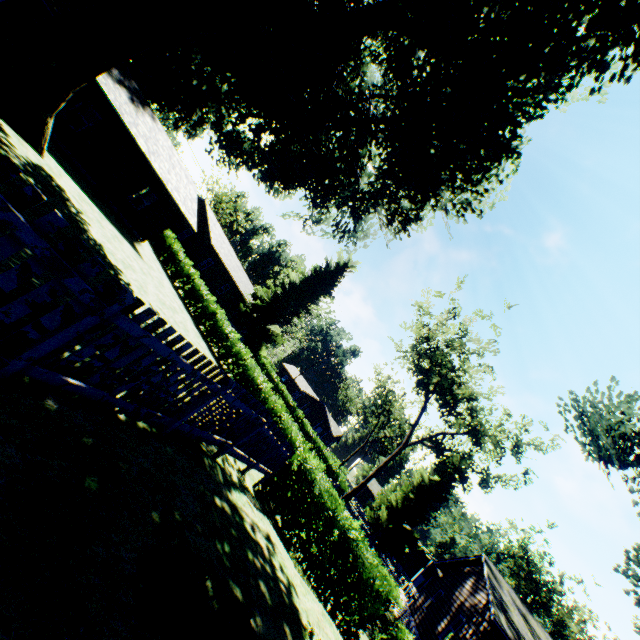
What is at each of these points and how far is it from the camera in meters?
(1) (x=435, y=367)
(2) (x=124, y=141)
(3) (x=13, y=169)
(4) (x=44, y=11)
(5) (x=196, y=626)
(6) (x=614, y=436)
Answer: (1) tree, 32.8
(2) house, 18.8
(3) fence, 2.2
(4) house, 14.5
(5) plant, 2.4
(6) plant, 14.3

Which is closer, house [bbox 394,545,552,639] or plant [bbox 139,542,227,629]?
plant [bbox 139,542,227,629]

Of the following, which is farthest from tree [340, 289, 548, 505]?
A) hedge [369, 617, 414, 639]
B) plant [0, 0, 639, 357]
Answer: hedge [369, 617, 414, 639]

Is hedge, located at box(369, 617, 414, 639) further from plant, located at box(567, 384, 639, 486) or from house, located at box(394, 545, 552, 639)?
house, located at box(394, 545, 552, 639)

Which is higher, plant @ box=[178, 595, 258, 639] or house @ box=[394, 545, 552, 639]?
house @ box=[394, 545, 552, 639]

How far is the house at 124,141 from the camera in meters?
17.5

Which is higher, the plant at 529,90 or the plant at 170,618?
the plant at 529,90

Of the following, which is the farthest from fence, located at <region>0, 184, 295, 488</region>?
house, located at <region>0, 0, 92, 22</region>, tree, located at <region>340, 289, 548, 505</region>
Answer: house, located at <region>0, 0, 92, 22</region>
